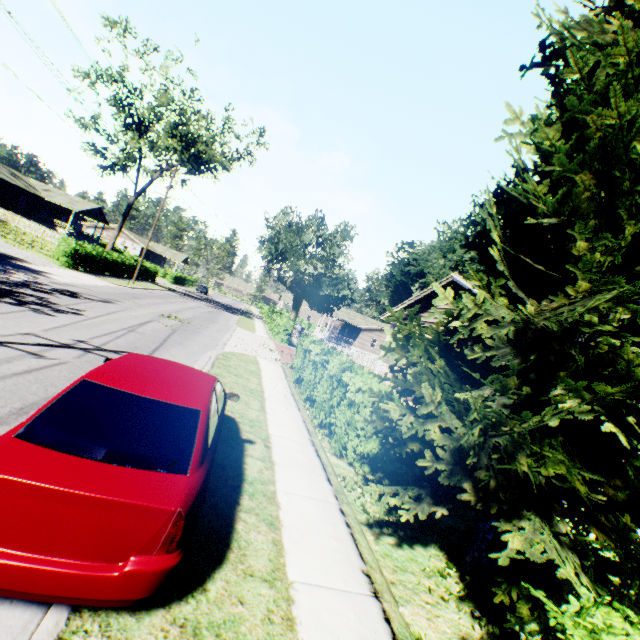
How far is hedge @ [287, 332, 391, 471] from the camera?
7.5m

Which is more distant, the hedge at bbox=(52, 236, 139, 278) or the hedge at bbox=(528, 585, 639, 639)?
the hedge at bbox=(52, 236, 139, 278)

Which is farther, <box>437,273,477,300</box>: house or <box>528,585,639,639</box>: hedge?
<box>437,273,477,300</box>: house

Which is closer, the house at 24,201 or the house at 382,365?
the house at 382,365

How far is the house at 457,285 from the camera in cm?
1206

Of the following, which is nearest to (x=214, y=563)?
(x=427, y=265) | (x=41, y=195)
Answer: (x=41, y=195)

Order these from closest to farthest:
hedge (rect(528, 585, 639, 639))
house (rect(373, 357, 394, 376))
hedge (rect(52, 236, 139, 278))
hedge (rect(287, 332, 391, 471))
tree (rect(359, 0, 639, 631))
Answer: hedge (rect(528, 585, 639, 639))
tree (rect(359, 0, 639, 631))
hedge (rect(287, 332, 391, 471))
house (rect(373, 357, 394, 376))
hedge (rect(52, 236, 139, 278))

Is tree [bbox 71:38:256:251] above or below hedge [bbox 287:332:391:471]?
above
